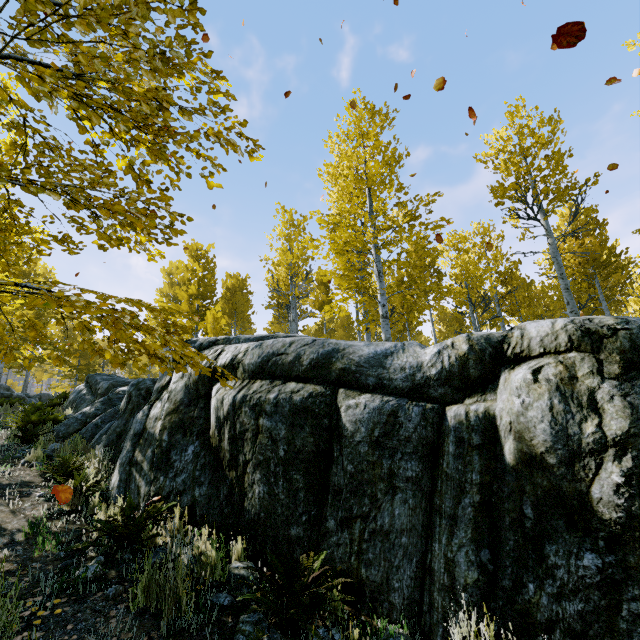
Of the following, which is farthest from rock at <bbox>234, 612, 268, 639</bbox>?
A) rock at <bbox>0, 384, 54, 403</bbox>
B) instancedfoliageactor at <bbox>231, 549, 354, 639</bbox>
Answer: rock at <bbox>0, 384, 54, 403</bbox>

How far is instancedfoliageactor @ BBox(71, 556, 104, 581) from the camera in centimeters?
303cm

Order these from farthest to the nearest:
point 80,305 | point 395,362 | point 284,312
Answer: point 284,312, point 395,362, point 80,305

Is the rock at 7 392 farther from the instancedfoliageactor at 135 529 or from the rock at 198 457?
the rock at 198 457

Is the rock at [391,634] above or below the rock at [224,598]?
below
